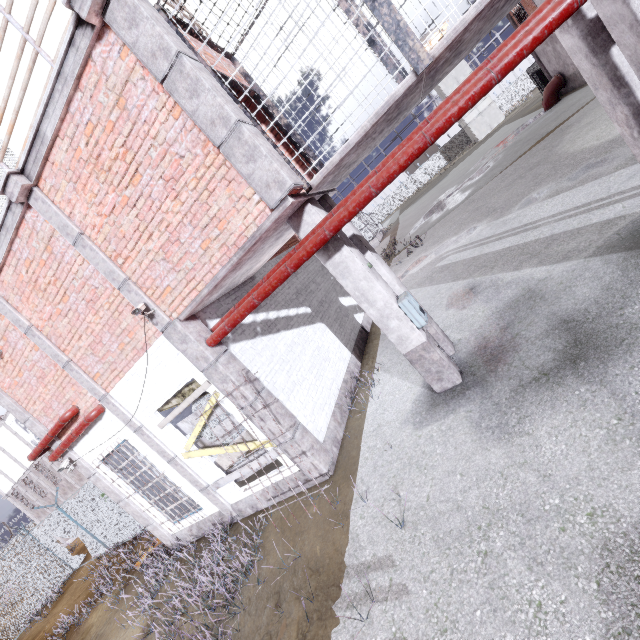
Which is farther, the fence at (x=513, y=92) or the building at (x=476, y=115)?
the fence at (x=513, y=92)

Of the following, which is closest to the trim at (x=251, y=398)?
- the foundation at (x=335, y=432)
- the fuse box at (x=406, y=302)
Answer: the foundation at (x=335, y=432)

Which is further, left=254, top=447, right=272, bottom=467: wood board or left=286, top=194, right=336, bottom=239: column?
left=254, top=447, right=272, bottom=467: wood board

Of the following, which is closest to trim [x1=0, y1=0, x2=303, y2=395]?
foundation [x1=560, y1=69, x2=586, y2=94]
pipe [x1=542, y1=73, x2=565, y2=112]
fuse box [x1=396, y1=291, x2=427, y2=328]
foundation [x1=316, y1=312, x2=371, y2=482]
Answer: foundation [x1=316, y1=312, x2=371, y2=482]

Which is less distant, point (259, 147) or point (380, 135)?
point (259, 147)

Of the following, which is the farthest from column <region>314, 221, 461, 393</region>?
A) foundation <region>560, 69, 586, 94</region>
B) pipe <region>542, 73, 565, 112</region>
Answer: pipe <region>542, 73, 565, 112</region>

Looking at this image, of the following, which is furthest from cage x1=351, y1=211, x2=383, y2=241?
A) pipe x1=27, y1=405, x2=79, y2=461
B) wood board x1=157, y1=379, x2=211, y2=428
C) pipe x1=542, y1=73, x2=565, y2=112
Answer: pipe x1=542, y1=73, x2=565, y2=112

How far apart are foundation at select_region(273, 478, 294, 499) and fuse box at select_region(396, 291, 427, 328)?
3.6m
